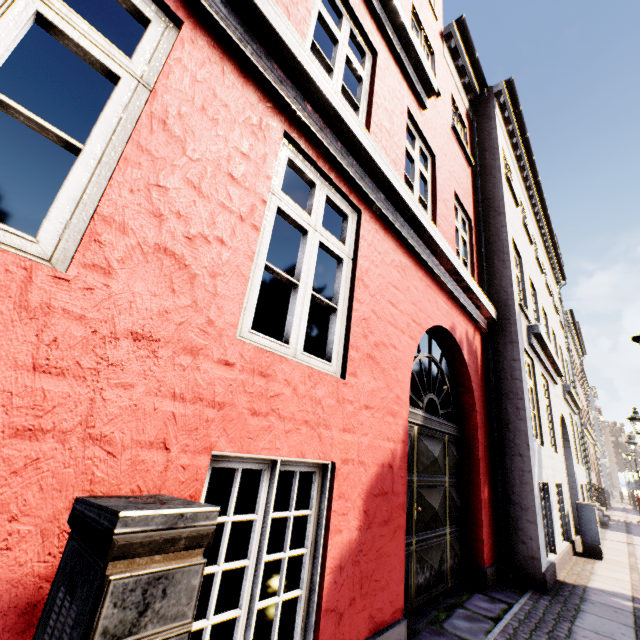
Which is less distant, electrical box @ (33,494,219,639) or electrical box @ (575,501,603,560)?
electrical box @ (33,494,219,639)

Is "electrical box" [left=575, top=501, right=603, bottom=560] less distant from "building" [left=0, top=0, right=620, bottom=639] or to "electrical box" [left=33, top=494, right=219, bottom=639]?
"building" [left=0, top=0, right=620, bottom=639]

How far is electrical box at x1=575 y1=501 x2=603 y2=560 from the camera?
7.0 meters

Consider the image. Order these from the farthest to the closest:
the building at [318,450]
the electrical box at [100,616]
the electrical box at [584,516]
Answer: the electrical box at [584,516], the building at [318,450], the electrical box at [100,616]

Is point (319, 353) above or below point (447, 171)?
below

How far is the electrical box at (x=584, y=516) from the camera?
6.98m

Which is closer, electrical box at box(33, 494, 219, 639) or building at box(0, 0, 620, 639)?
electrical box at box(33, 494, 219, 639)
